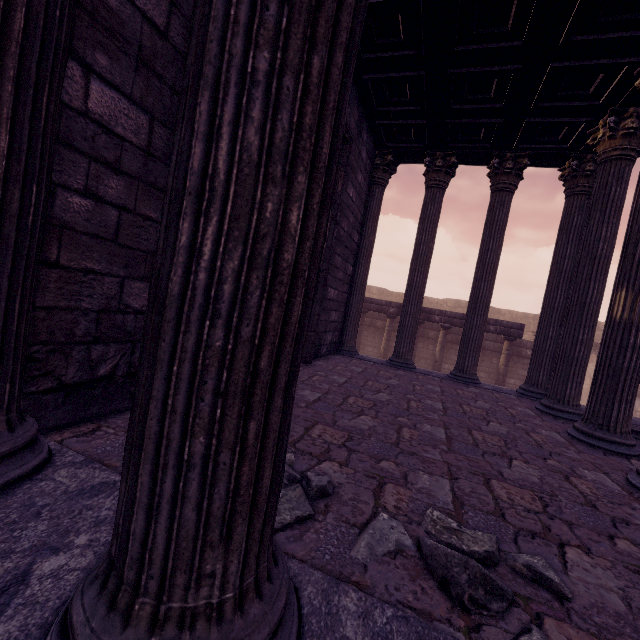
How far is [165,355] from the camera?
0.8m

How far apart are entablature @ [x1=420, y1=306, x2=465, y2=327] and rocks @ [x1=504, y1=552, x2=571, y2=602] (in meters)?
11.35

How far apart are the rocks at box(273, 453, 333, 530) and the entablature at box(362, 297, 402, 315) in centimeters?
1143cm

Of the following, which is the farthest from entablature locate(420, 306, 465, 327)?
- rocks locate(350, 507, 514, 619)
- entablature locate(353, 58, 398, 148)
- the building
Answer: rocks locate(350, 507, 514, 619)

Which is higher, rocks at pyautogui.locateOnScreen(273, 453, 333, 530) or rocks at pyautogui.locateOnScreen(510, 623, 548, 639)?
rocks at pyautogui.locateOnScreen(273, 453, 333, 530)

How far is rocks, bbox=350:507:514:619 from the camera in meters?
1.3 m

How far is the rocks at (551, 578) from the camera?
1.4m

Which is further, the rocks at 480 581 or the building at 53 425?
the rocks at 480 581
